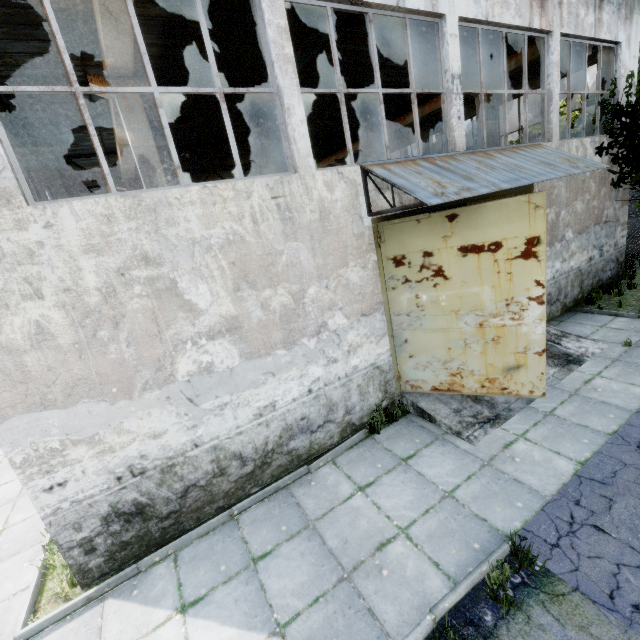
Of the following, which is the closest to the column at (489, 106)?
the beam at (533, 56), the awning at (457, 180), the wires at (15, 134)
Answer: the beam at (533, 56)

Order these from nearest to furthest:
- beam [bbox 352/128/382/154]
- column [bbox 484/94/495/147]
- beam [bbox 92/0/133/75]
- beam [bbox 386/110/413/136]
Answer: beam [bbox 92/0/133/75] → column [bbox 484/94/495/147] → beam [bbox 386/110/413/136] → beam [bbox 352/128/382/154]

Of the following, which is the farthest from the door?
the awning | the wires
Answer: the wires

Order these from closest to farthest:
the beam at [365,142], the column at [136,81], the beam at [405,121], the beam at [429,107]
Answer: the column at [136,81]
the beam at [429,107]
the beam at [405,121]
the beam at [365,142]

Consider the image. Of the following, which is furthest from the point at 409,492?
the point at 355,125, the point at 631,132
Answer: the point at 355,125

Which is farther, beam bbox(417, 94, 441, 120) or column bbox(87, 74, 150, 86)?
beam bbox(417, 94, 441, 120)

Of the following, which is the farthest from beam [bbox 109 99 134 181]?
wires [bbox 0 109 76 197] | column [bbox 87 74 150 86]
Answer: wires [bbox 0 109 76 197]
